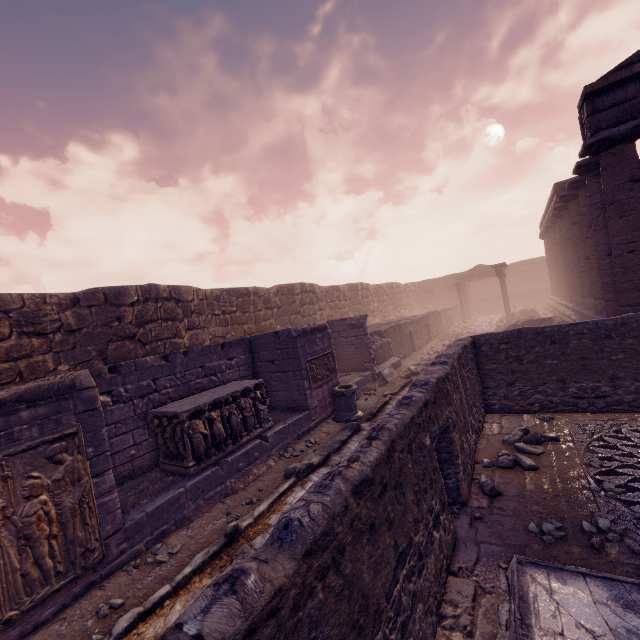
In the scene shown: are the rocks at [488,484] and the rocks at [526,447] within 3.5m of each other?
yes

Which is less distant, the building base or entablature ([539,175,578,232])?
the building base

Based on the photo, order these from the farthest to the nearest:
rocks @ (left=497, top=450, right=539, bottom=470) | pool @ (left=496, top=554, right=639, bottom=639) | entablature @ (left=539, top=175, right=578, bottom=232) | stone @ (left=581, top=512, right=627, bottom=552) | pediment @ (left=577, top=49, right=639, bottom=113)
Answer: entablature @ (left=539, top=175, right=578, bottom=232)
pediment @ (left=577, top=49, right=639, bottom=113)
rocks @ (left=497, top=450, right=539, bottom=470)
stone @ (left=581, top=512, right=627, bottom=552)
pool @ (left=496, top=554, right=639, bottom=639)

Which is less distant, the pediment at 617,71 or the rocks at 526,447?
the rocks at 526,447

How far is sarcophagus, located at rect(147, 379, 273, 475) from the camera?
6.1m

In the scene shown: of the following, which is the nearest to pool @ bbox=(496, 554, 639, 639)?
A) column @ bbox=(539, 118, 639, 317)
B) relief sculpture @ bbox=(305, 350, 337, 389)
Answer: relief sculpture @ bbox=(305, 350, 337, 389)

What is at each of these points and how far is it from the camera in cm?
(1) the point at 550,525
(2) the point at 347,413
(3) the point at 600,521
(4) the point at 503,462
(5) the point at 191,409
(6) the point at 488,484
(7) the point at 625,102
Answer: (1) stone, 385
(2) column base, 918
(3) stone, 371
(4) rocks, 533
(5) sarcophagus, 611
(6) rocks, 468
(7) entablature, 848

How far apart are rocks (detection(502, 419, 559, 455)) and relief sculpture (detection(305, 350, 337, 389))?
4.73m
